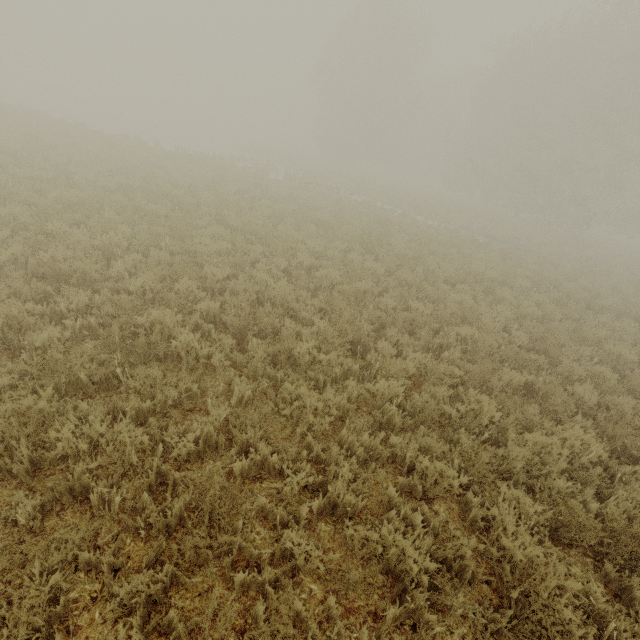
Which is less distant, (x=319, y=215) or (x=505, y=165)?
(x=319, y=215)
